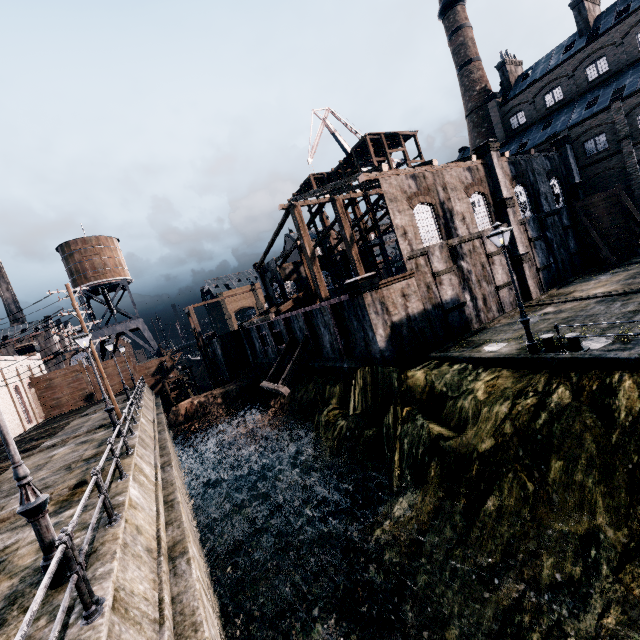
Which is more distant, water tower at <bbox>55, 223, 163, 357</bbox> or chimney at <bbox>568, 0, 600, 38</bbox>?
water tower at <bbox>55, 223, 163, 357</bbox>

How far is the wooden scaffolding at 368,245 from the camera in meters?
40.5 m

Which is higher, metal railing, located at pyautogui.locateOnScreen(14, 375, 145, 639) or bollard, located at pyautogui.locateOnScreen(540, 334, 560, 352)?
metal railing, located at pyautogui.locateOnScreen(14, 375, 145, 639)

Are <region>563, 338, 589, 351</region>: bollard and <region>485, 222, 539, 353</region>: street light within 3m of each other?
yes

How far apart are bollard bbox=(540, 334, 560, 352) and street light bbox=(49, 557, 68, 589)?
16.95m

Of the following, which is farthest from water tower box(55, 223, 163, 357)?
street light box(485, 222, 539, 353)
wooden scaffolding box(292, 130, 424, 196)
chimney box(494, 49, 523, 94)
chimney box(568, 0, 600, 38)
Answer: chimney box(568, 0, 600, 38)

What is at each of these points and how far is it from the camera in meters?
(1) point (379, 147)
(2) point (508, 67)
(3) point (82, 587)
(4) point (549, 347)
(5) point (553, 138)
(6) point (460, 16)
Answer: (1) wooden scaffolding, 44.0 m
(2) chimney, 45.7 m
(3) metal railing, 4.6 m
(4) bollard, 14.0 m
(5) building, 37.0 m
(6) chimney, 49.5 m

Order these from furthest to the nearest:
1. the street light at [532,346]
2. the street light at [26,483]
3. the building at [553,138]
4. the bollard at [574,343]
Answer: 1. the building at [553,138]
2. the street light at [532,346]
3. the bollard at [574,343]
4. the street light at [26,483]
